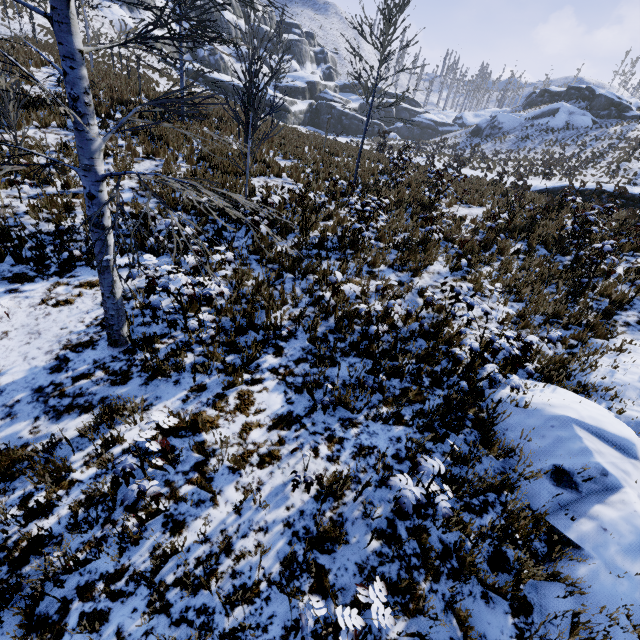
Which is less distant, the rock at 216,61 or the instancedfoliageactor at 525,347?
the instancedfoliageactor at 525,347

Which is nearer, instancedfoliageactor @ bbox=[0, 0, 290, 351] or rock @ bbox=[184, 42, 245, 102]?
instancedfoliageactor @ bbox=[0, 0, 290, 351]

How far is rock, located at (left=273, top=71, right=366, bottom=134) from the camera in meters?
48.0 m

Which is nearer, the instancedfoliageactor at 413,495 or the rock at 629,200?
the instancedfoliageactor at 413,495

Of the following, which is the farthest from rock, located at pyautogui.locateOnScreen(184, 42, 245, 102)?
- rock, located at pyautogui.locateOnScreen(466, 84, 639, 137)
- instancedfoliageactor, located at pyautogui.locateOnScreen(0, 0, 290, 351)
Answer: instancedfoliageactor, located at pyautogui.locateOnScreen(0, 0, 290, 351)

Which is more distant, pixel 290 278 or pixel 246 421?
pixel 290 278

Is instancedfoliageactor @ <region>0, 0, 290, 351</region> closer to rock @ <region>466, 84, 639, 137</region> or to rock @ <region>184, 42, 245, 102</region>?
rock @ <region>184, 42, 245, 102</region>
